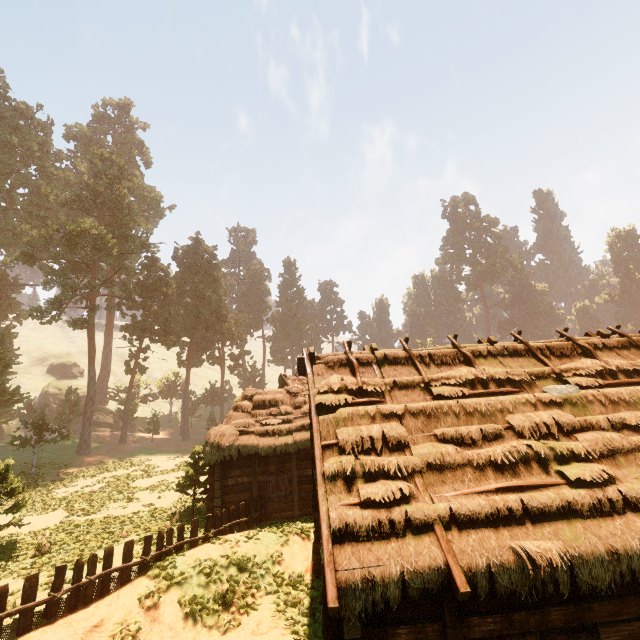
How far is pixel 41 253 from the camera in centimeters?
4262cm

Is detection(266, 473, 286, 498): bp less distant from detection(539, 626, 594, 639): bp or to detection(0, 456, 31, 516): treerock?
detection(0, 456, 31, 516): treerock

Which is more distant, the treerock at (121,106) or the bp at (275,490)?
the treerock at (121,106)

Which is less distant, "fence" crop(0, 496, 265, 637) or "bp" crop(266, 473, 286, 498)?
"fence" crop(0, 496, 265, 637)

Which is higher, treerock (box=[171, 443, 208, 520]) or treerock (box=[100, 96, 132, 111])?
treerock (box=[100, 96, 132, 111])

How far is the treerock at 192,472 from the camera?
16.5m

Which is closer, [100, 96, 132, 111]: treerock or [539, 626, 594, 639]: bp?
[539, 626, 594, 639]: bp

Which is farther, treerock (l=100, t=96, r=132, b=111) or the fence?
treerock (l=100, t=96, r=132, b=111)
